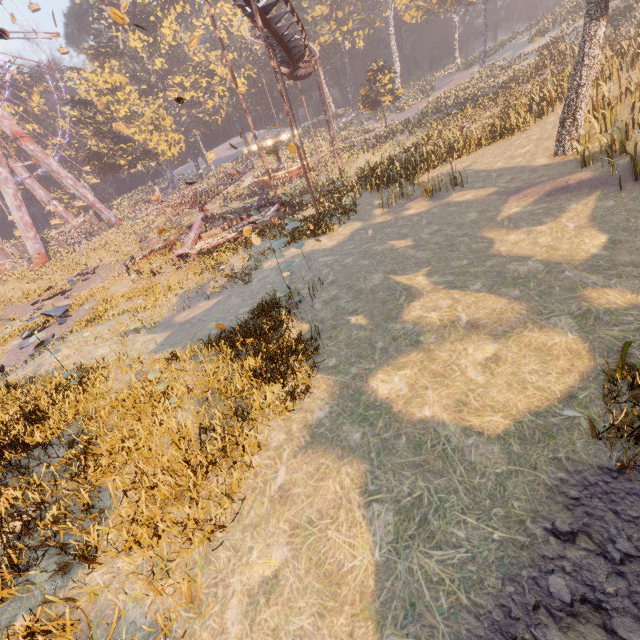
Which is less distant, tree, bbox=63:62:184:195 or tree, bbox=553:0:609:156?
tree, bbox=553:0:609:156

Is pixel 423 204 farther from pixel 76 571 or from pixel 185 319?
pixel 76 571

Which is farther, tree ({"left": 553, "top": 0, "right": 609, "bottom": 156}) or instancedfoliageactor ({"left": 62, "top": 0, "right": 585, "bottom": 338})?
instancedfoliageactor ({"left": 62, "top": 0, "right": 585, "bottom": 338})

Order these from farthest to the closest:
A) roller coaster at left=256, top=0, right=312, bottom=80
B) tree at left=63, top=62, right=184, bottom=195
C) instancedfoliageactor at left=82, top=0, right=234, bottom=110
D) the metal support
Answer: instancedfoliageactor at left=82, top=0, right=234, bottom=110
tree at left=63, top=62, right=184, bottom=195
the metal support
roller coaster at left=256, top=0, right=312, bottom=80

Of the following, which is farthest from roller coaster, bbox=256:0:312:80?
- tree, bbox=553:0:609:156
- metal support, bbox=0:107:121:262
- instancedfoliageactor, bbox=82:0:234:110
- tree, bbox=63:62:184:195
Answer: metal support, bbox=0:107:121:262

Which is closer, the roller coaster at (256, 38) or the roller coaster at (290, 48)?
the roller coaster at (256, 38)

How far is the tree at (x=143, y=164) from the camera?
41.8m

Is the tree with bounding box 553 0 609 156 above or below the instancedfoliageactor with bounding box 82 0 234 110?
below
